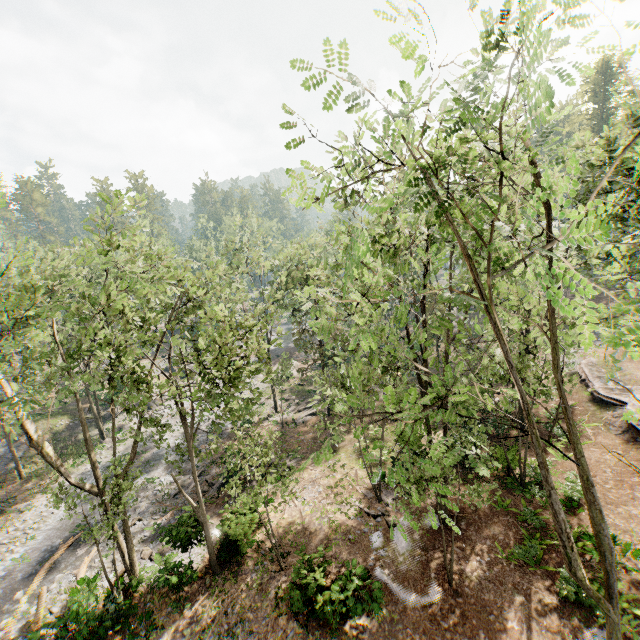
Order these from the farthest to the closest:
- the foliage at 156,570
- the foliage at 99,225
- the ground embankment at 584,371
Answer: the ground embankment at 584,371, the foliage at 156,570, the foliage at 99,225

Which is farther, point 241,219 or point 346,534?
point 241,219

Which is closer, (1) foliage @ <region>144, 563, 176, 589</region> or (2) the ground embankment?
(1) foliage @ <region>144, 563, 176, 589</region>

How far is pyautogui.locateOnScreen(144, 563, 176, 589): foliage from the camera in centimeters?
1485cm

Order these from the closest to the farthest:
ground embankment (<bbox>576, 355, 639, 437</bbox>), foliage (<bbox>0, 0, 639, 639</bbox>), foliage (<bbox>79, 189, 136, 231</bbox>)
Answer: foliage (<bbox>0, 0, 639, 639</bbox>), foliage (<bbox>79, 189, 136, 231</bbox>), ground embankment (<bbox>576, 355, 639, 437</bbox>)

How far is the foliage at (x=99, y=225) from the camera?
12.6 meters
